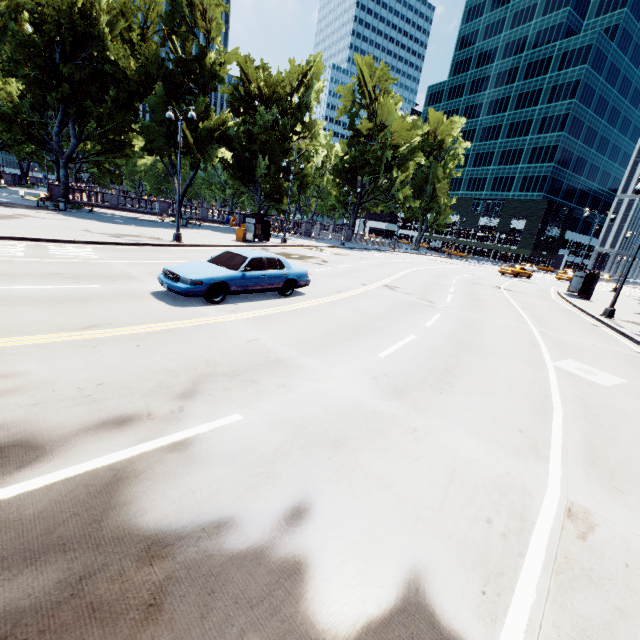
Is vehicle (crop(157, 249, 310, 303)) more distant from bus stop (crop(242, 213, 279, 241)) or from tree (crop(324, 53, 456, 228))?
tree (crop(324, 53, 456, 228))

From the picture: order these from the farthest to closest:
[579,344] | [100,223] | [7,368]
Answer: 1. [100,223]
2. [579,344]
3. [7,368]

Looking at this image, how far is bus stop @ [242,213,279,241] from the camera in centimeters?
2658cm

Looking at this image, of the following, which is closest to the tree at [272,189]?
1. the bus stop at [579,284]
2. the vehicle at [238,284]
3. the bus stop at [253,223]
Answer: the bus stop at [253,223]

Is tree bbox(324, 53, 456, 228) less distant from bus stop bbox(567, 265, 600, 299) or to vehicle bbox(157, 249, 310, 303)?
bus stop bbox(567, 265, 600, 299)

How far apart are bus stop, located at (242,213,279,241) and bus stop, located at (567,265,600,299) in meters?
25.5 m
